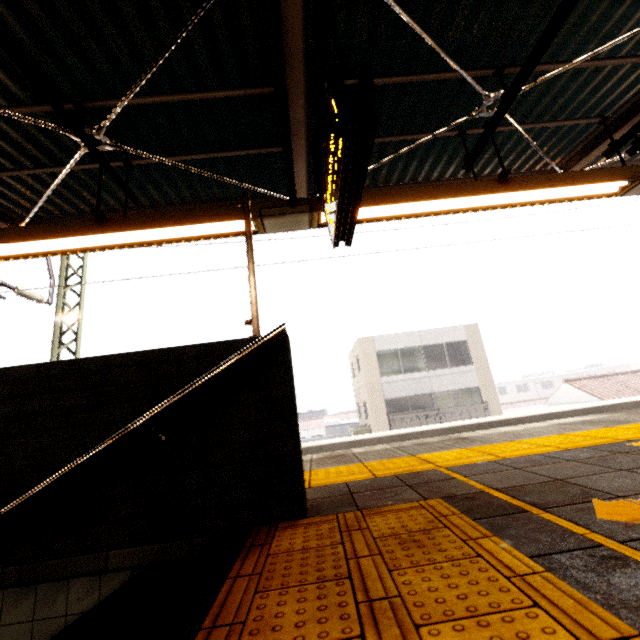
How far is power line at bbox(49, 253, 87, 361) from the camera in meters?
8.2

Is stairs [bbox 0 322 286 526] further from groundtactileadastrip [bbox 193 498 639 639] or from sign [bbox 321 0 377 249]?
sign [bbox 321 0 377 249]

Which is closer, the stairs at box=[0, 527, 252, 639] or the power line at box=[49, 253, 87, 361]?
the stairs at box=[0, 527, 252, 639]

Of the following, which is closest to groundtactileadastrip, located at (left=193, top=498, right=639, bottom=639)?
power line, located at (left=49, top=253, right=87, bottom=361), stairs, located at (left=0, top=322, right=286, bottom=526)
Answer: stairs, located at (left=0, top=322, right=286, bottom=526)

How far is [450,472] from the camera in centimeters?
222cm

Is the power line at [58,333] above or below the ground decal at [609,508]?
above

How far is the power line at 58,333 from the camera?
→ 8.2 meters

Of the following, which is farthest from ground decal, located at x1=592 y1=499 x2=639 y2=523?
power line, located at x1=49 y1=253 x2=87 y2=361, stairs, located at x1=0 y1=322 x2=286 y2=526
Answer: power line, located at x1=49 y1=253 x2=87 y2=361
